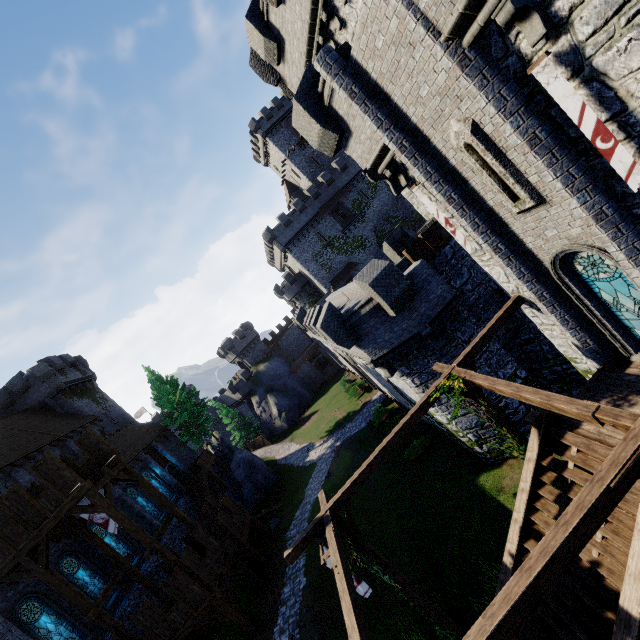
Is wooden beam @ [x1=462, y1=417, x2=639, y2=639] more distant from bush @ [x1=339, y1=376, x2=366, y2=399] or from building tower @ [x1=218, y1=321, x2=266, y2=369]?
building tower @ [x1=218, y1=321, x2=266, y2=369]

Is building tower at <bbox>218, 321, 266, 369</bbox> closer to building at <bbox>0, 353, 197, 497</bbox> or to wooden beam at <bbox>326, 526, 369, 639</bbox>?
building at <bbox>0, 353, 197, 497</bbox>

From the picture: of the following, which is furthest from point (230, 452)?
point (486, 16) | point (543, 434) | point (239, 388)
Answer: point (486, 16)

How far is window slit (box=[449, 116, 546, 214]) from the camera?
7.2 meters

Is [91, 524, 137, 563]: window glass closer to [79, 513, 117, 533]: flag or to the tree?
[79, 513, 117, 533]: flag

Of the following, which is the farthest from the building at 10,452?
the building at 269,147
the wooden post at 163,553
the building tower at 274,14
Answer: the building at 269,147

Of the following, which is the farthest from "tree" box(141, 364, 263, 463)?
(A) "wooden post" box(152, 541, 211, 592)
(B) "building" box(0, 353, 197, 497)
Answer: (A) "wooden post" box(152, 541, 211, 592)

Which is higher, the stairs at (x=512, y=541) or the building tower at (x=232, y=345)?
the building tower at (x=232, y=345)
